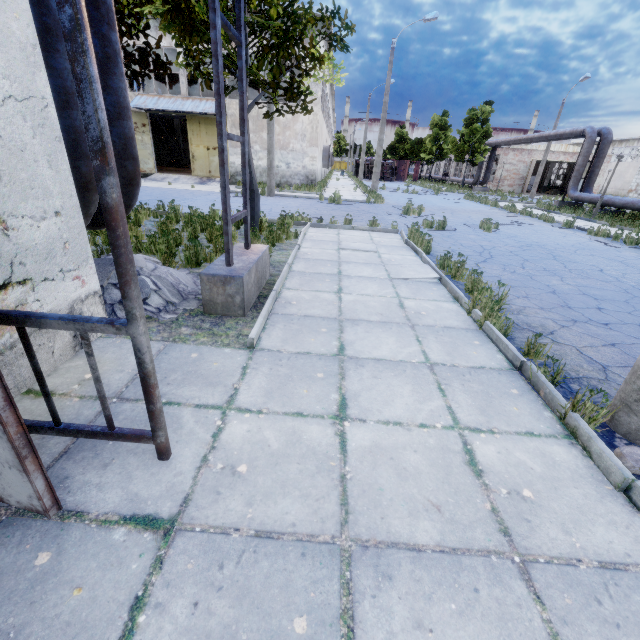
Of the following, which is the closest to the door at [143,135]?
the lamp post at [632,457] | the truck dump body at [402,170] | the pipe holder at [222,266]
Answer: the pipe holder at [222,266]

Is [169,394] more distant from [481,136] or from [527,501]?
[481,136]

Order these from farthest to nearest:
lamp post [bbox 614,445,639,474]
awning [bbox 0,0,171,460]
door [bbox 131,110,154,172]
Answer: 1. door [bbox 131,110,154,172]
2. lamp post [bbox 614,445,639,474]
3. awning [bbox 0,0,171,460]

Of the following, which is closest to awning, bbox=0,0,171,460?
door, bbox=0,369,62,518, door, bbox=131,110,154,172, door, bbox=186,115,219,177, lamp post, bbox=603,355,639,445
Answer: door, bbox=0,369,62,518

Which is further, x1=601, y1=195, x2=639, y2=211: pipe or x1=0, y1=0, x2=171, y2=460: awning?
x1=601, y1=195, x2=639, y2=211: pipe

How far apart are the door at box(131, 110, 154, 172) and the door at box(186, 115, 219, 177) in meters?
2.7

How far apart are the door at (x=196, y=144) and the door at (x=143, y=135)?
2.69m

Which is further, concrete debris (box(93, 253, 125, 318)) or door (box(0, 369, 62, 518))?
concrete debris (box(93, 253, 125, 318))
